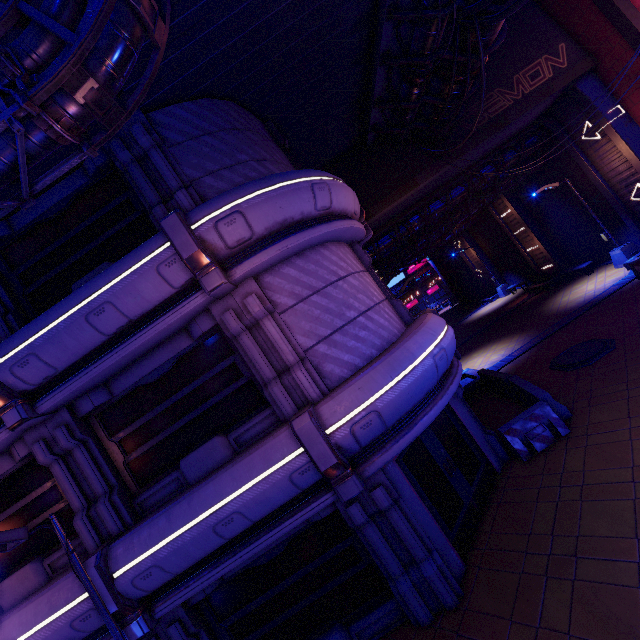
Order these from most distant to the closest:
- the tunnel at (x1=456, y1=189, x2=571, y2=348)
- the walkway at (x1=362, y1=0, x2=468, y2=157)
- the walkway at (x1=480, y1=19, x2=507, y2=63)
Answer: the tunnel at (x1=456, y1=189, x2=571, y2=348) → the walkway at (x1=480, y1=19, x2=507, y2=63) → the walkway at (x1=362, y1=0, x2=468, y2=157)

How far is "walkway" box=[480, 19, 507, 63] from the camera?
9.5 meters

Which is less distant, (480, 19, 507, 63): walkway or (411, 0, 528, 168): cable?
(411, 0, 528, 168): cable

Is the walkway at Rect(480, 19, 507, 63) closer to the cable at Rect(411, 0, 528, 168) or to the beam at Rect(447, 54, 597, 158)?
the cable at Rect(411, 0, 528, 168)

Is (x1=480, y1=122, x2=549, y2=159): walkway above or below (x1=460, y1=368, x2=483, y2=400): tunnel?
above

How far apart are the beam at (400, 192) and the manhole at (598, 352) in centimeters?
919cm

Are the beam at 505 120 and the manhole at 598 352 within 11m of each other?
yes

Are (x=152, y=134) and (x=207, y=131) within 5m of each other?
yes
